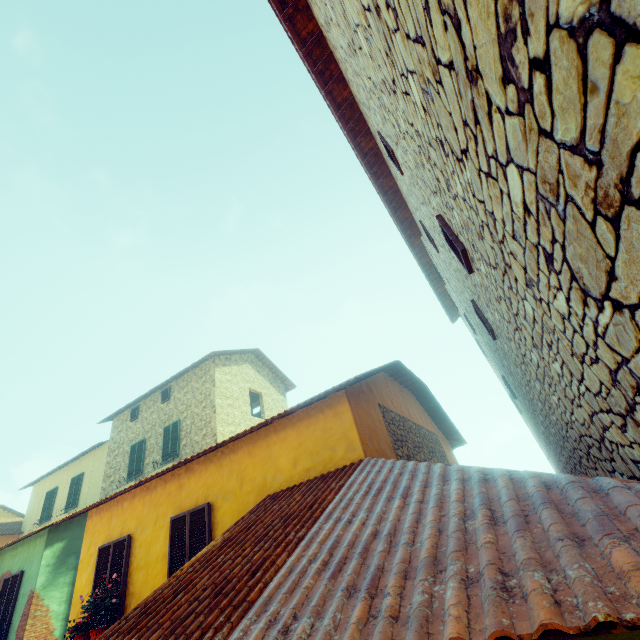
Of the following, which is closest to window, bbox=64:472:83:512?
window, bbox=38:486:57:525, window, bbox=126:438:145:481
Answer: window, bbox=38:486:57:525

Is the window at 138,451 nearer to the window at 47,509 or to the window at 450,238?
the window at 450,238

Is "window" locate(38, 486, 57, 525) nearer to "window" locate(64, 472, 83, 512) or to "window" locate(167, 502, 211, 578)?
"window" locate(64, 472, 83, 512)

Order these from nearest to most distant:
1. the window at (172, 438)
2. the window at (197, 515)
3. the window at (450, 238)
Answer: the window at (450, 238)
the window at (197, 515)
the window at (172, 438)

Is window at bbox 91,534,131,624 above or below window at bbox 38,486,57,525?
below

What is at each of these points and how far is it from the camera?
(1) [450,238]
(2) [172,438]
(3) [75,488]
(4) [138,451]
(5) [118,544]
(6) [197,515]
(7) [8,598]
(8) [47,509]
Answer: (1) window, 4.06m
(2) window, 14.36m
(3) window, 16.91m
(4) window, 15.32m
(5) window, 7.16m
(6) window, 6.29m
(7) window, 9.95m
(8) window, 17.53m

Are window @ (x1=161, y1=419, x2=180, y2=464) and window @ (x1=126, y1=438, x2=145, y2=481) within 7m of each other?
yes

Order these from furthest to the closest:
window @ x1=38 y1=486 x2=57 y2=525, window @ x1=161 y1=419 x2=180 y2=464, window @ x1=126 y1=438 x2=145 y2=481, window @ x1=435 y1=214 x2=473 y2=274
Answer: window @ x1=38 y1=486 x2=57 y2=525 < window @ x1=126 y1=438 x2=145 y2=481 < window @ x1=161 y1=419 x2=180 y2=464 < window @ x1=435 y1=214 x2=473 y2=274
